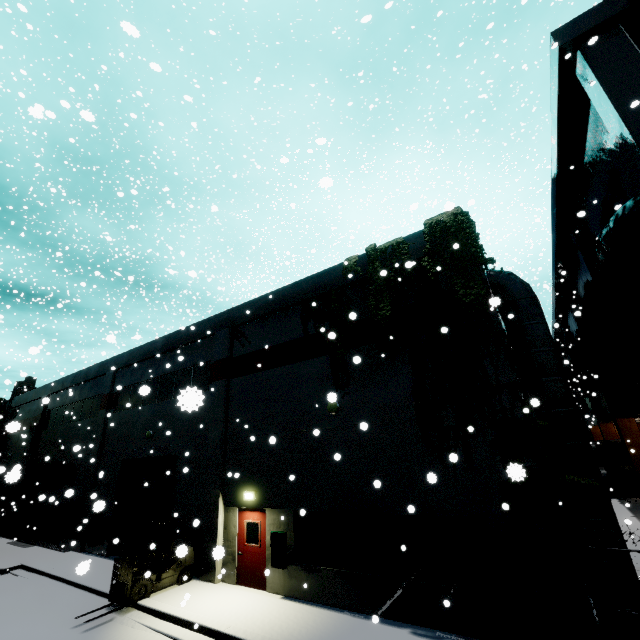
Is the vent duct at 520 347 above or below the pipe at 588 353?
below

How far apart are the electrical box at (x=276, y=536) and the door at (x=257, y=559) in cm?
38

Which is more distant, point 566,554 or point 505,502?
point 505,502

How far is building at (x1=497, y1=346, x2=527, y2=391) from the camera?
8.2 meters

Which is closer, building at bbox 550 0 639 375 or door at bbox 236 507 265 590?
→ building at bbox 550 0 639 375

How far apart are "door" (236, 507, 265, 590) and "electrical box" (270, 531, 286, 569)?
0.4m

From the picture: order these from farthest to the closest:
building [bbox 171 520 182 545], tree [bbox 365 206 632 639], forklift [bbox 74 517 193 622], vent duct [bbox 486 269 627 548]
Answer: building [bbox 171 520 182 545], forklift [bbox 74 517 193 622], vent duct [bbox 486 269 627 548], tree [bbox 365 206 632 639]

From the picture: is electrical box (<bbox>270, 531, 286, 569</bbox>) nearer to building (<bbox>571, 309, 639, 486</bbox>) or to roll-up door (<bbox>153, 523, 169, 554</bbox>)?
building (<bbox>571, 309, 639, 486</bbox>)
